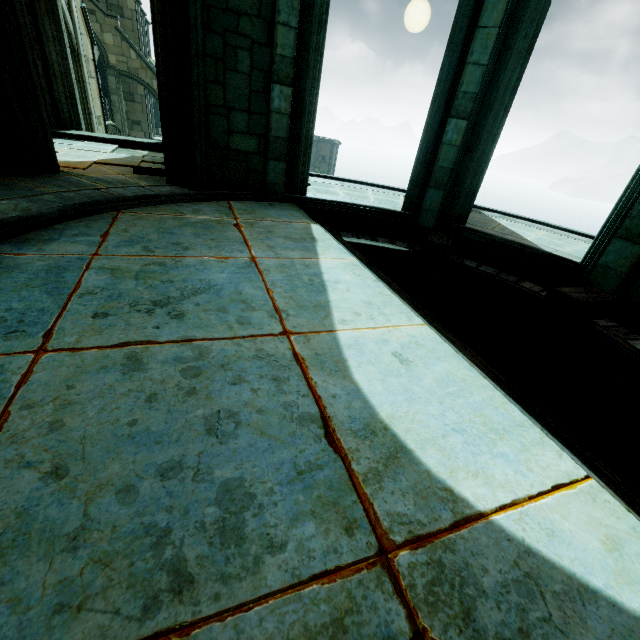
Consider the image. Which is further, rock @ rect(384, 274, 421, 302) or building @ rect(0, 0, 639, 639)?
rock @ rect(384, 274, 421, 302)

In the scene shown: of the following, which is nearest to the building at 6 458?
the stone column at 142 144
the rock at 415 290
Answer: the rock at 415 290

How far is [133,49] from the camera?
22.5 meters

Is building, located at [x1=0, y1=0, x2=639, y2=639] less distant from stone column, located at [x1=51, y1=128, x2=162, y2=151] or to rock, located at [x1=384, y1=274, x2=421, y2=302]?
rock, located at [x1=384, y1=274, x2=421, y2=302]

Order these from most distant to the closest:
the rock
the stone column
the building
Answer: the stone column
the rock
the building

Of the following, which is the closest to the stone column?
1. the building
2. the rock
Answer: the building

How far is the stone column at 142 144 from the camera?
8.8m
